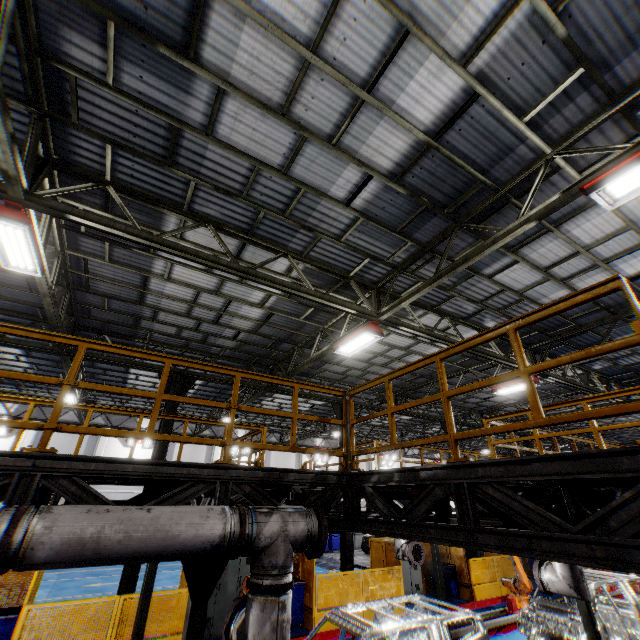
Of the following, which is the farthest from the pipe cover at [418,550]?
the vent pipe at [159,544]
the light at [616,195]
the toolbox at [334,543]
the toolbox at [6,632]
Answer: the toolbox at [334,543]

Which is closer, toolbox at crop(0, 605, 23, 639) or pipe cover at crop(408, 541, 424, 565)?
toolbox at crop(0, 605, 23, 639)

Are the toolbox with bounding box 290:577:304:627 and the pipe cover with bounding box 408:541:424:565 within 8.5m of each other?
yes

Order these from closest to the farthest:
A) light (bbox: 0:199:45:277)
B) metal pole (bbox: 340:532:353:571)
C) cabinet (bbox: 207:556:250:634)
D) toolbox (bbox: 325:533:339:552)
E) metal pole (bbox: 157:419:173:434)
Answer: light (bbox: 0:199:45:277) < cabinet (bbox: 207:556:250:634) < metal pole (bbox: 157:419:173:434) < metal pole (bbox: 340:532:353:571) < toolbox (bbox: 325:533:339:552)

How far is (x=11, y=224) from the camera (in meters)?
5.22

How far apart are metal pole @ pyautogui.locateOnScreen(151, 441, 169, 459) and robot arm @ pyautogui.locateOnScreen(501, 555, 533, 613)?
12.4 meters

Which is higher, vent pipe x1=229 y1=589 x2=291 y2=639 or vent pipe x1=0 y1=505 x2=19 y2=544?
vent pipe x1=0 y1=505 x2=19 y2=544

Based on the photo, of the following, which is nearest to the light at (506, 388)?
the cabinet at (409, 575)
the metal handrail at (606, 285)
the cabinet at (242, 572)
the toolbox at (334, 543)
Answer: the cabinet at (409, 575)
